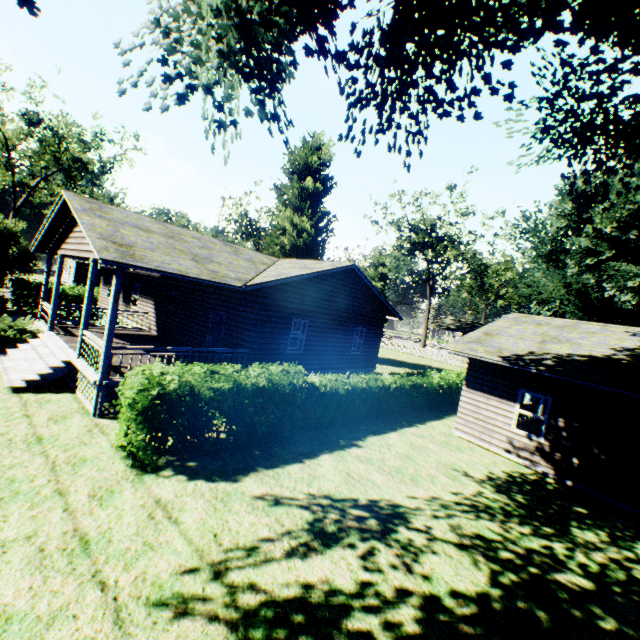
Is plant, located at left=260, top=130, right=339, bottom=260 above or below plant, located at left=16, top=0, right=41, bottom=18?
above

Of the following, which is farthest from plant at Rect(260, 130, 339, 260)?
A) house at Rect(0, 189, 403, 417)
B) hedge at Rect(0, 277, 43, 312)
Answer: hedge at Rect(0, 277, 43, 312)

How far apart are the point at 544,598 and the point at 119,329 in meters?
20.0

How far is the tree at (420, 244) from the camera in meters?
39.0

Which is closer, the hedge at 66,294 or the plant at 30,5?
the plant at 30,5

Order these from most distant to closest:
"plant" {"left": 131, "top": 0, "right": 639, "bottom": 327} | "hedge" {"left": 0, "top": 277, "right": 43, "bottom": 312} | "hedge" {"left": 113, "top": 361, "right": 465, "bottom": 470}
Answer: "hedge" {"left": 0, "top": 277, "right": 43, "bottom": 312} < "hedge" {"left": 113, "top": 361, "right": 465, "bottom": 470} < "plant" {"left": 131, "top": 0, "right": 639, "bottom": 327}

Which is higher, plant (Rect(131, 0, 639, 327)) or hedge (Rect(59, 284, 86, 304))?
plant (Rect(131, 0, 639, 327))

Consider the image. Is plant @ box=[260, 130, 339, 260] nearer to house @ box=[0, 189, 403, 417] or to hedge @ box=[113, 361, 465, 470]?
house @ box=[0, 189, 403, 417]
